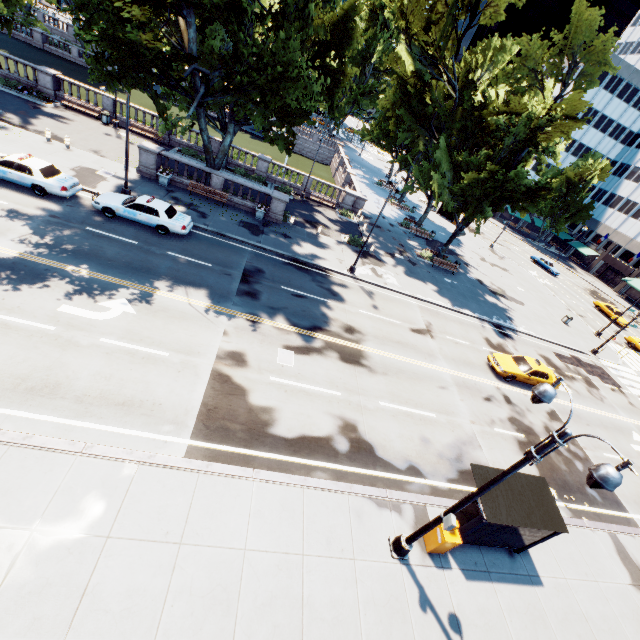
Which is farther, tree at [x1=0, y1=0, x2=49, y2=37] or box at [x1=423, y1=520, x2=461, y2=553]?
tree at [x1=0, y1=0, x2=49, y2=37]

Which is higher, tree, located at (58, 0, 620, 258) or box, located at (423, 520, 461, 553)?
tree, located at (58, 0, 620, 258)

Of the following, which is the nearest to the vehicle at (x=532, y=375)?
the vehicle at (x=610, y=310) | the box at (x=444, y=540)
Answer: the box at (x=444, y=540)

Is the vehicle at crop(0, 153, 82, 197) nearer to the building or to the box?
the box

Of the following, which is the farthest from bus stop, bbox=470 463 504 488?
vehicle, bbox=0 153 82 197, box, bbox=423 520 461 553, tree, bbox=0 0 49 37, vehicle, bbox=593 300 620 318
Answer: vehicle, bbox=593 300 620 318

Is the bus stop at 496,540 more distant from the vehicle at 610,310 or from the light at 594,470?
the vehicle at 610,310

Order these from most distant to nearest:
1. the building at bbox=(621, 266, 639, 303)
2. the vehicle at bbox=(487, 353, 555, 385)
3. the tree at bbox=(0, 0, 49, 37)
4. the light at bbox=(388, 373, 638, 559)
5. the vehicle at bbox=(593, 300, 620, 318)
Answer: the building at bbox=(621, 266, 639, 303), the vehicle at bbox=(593, 300, 620, 318), the tree at bbox=(0, 0, 49, 37), the vehicle at bbox=(487, 353, 555, 385), the light at bbox=(388, 373, 638, 559)

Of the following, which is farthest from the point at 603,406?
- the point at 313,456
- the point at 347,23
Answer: the point at 347,23
